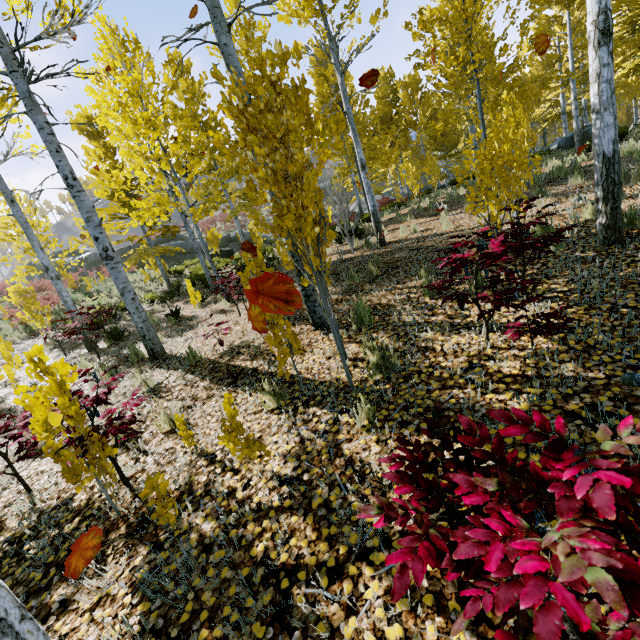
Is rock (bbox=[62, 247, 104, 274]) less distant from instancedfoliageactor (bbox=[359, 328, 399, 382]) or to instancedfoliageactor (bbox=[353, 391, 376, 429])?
instancedfoliageactor (bbox=[353, 391, 376, 429])

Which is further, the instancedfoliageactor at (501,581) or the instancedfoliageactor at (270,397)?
the instancedfoliageactor at (270,397)

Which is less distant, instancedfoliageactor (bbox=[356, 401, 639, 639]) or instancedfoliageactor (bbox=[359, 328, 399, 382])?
instancedfoliageactor (bbox=[356, 401, 639, 639])

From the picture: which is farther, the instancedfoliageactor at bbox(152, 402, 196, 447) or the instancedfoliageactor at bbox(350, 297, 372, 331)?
the instancedfoliageactor at bbox(350, 297, 372, 331)

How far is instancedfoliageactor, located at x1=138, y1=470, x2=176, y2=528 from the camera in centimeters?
235cm

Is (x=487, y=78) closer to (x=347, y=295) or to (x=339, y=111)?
(x=339, y=111)

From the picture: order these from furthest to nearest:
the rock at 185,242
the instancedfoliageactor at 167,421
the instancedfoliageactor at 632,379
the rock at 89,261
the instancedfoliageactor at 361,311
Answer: the rock at 89,261
the rock at 185,242
the instancedfoliageactor at 361,311
the instancedfoliageactor at 167,421
the instancedfoliageactor at 632,379
